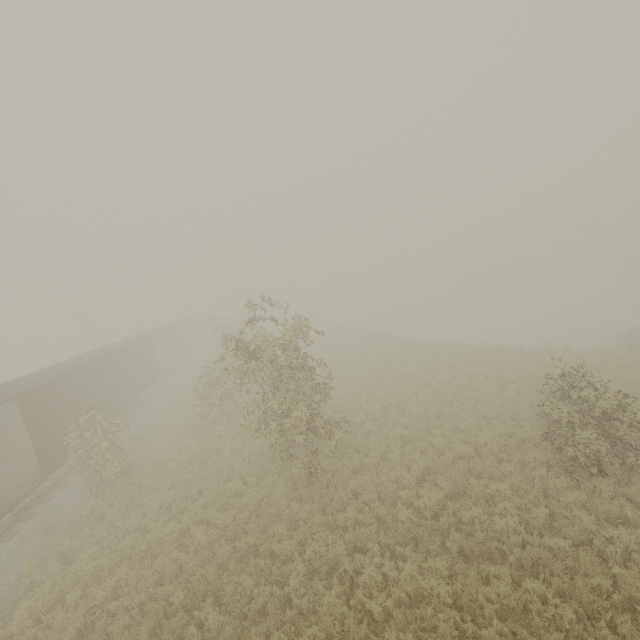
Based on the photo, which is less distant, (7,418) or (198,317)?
(7,418)
